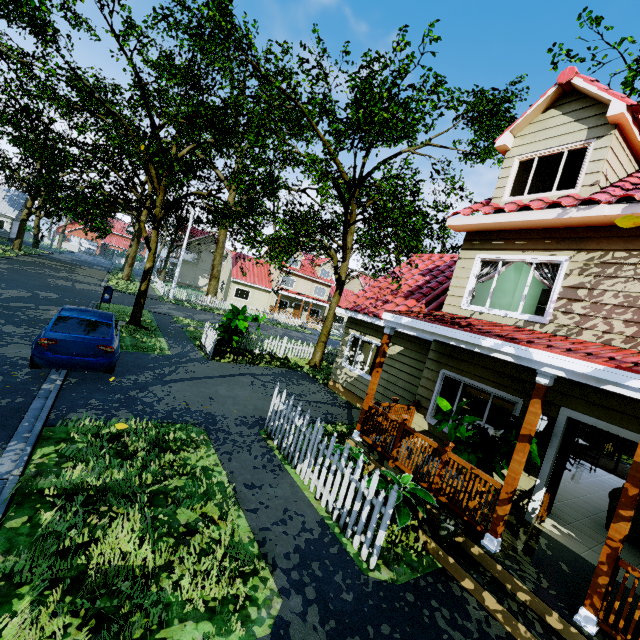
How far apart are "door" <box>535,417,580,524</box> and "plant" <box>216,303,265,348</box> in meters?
10.3 m

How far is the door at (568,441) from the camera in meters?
5.9 m

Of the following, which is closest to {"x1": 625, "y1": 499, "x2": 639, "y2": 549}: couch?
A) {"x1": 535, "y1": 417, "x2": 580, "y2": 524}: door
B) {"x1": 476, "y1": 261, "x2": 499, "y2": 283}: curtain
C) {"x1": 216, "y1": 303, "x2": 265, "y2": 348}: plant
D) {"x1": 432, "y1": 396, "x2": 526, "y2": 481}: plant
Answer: {"x1": 535, "y1": 417, "x2": 580, "y2": 524}: door

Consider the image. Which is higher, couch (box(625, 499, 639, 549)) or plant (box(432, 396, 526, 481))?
plant (box(432, 396, 526, 481))

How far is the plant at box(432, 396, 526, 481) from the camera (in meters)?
5.33

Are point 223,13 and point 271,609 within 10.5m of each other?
no

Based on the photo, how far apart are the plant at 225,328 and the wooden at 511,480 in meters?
10.1

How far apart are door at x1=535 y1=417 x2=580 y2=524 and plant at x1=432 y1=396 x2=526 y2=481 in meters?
0.8 m
